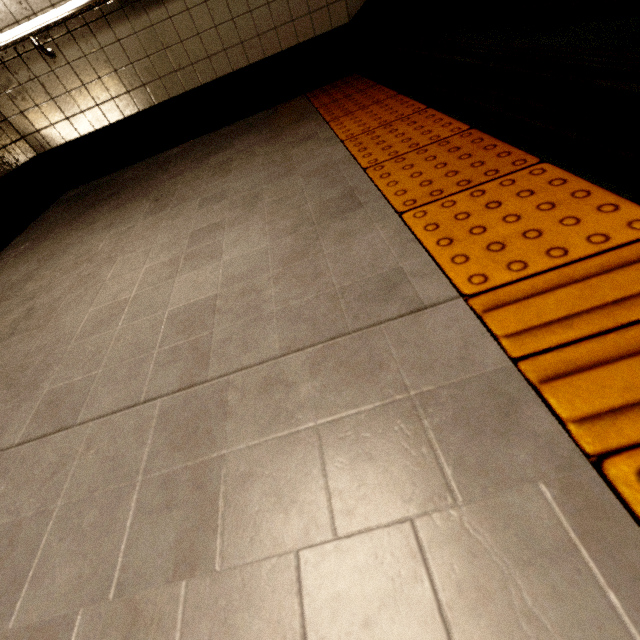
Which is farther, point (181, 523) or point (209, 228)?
point (209, 228)

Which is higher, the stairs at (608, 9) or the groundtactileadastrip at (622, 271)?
the stairs at (608, 9)

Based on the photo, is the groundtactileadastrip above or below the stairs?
below
